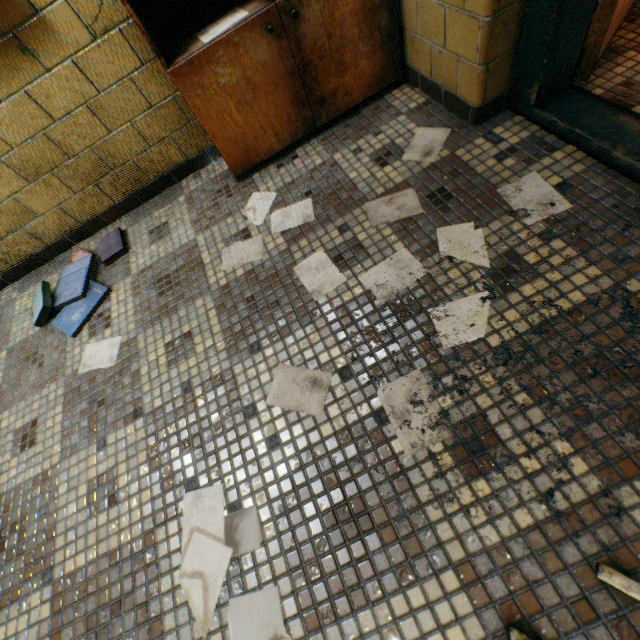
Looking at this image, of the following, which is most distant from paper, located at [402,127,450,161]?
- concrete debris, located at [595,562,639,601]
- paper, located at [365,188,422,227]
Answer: concrete debris, located at [595,562,639,601]

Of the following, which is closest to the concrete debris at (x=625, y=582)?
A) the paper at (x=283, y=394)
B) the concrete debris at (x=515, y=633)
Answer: the concrete debris at (x=515, y=633)

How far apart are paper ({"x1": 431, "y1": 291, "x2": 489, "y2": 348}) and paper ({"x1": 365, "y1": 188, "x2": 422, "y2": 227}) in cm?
46

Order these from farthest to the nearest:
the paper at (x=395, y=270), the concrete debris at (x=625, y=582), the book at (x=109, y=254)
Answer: the book at (x=109, y=254) → the paper at (x=395, y=270) → the concrete debris at (x=625, y=582)

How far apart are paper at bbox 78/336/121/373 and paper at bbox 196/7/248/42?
1.4 meters

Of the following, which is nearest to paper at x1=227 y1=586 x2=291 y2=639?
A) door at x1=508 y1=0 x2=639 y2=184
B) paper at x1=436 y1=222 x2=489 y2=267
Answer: paper at x1=436 y1=222 x2=489 y2=267

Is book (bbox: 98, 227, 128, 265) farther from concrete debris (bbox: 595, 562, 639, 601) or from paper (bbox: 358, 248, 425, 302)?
concrete debris (bbox: 595, 562, 639, 601)

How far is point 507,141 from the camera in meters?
1.3
